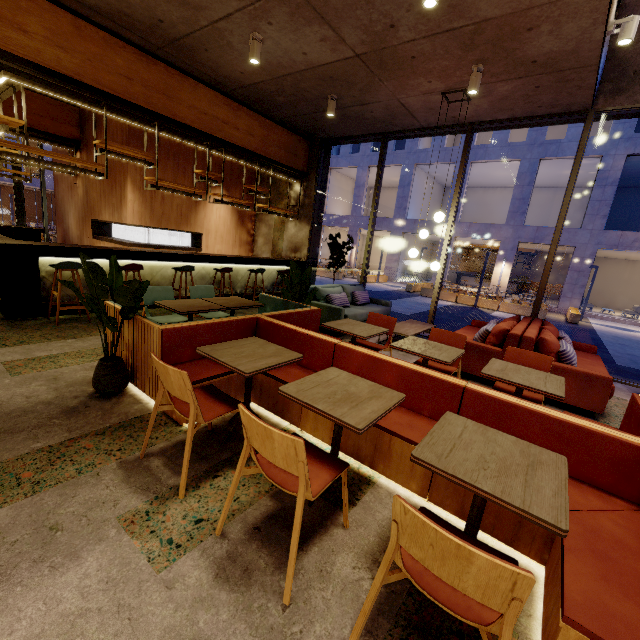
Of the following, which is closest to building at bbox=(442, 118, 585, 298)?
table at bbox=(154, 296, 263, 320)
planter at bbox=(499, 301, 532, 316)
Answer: planter at bbox=(499, 301, 532, 316)

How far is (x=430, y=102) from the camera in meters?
6.1 m

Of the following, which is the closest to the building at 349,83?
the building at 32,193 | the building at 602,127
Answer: the building at 602,127

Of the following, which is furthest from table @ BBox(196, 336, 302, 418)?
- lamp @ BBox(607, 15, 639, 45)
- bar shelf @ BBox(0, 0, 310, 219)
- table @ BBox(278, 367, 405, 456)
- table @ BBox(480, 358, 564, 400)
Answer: lamp @ BBox(607, 15, 639, 45)

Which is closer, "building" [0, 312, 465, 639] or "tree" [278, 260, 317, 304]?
"building" [0, 312, 465, 639]

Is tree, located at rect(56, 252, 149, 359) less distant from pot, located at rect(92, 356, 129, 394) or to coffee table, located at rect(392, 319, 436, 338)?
pot, located at rect(92, 356, 129, 394)

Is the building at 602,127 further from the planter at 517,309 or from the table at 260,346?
the table at 260,346

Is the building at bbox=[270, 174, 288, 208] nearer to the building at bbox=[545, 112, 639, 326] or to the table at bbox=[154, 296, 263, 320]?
the table at bbox=[154, 296, 263, 320]
